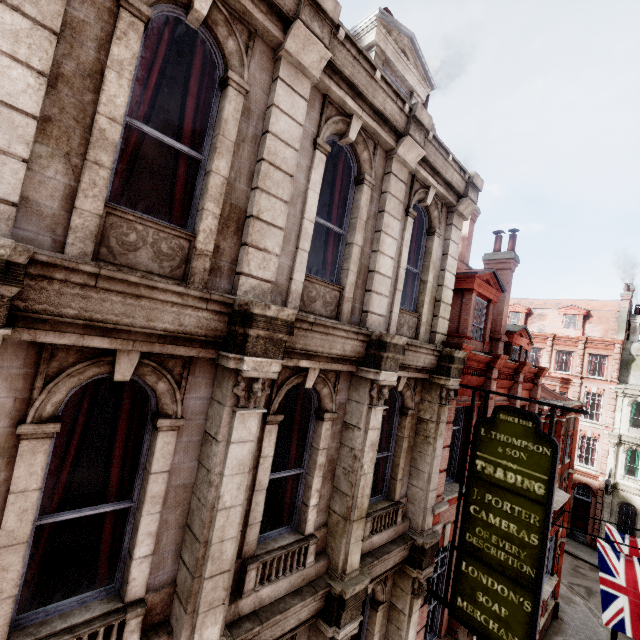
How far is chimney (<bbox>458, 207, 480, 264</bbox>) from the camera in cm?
1532

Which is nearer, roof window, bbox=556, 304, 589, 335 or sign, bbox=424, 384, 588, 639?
sign, bbox=424, 384, 588, 639

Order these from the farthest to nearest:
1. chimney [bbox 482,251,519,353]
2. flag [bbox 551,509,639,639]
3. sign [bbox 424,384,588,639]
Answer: chimney [bbox 482,251,519,353]
flag [bbox 551,509,639,639]
sign [bbox 424,384,588,639]

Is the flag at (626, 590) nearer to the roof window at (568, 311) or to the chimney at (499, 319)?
the chimney at (499, 319)

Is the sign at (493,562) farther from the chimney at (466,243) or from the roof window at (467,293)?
the chimney at (466,243)

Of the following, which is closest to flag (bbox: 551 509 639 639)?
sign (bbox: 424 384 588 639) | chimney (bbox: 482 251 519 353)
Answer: sign (bbox: 424 384 588 639)

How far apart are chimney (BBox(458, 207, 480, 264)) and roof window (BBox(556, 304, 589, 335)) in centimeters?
2430cm

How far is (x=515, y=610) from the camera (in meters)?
5.90
